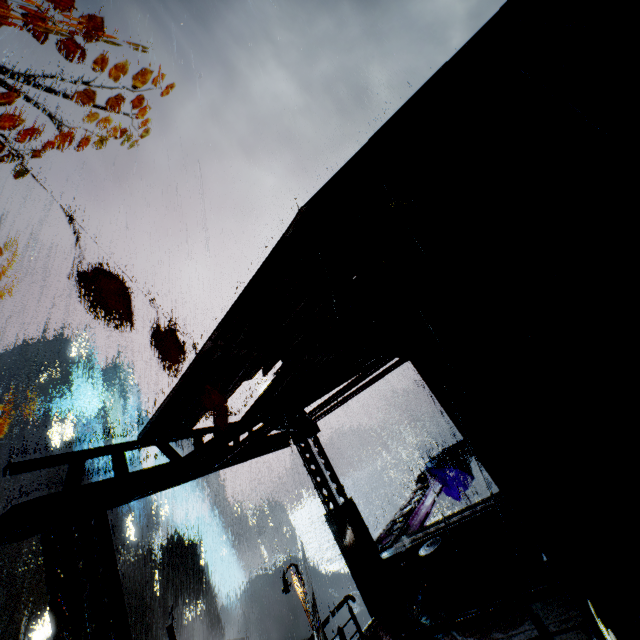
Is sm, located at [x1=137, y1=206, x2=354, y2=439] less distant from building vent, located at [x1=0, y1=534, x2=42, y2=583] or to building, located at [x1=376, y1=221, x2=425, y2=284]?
building, located at [x1=376, y1=221, x2=425, y2=284]

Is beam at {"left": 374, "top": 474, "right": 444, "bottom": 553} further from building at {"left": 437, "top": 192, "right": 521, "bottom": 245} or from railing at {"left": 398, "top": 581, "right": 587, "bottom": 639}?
railing at {"left": 398, "top": 581, "right": 587, "bottom": 639}

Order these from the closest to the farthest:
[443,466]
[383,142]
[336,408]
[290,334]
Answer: [383,142], [290,334], [336,408], [443,466]

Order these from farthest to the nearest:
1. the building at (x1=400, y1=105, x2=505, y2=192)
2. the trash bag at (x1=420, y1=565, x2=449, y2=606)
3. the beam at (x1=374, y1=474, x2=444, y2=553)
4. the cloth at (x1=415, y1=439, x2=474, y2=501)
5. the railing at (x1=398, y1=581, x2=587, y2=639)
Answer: the cloth at (x1=415, y1=439, x2=474, y2=501)
the beam at (x1=374, y1=474, x2=444, y2=553)
the trash bag at (x1=420, y1=565, x2=449, y2=606)
the building at (x1=400, y1=105, x2=505, y2=192)
the railing at (x1=398, y1=581, x2=587, y2=639)

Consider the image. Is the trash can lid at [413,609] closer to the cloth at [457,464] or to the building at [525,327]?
the building at [525,327]

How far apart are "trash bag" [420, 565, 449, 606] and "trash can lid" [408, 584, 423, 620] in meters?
0.0 m

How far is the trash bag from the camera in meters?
8.3

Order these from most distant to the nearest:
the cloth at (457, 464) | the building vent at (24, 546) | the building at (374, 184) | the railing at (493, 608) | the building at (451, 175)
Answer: the building vent at (24, 546), the cloth at (457, 464), the building at (374, 184), the building at (451, 175), the railing at (493, 608)
